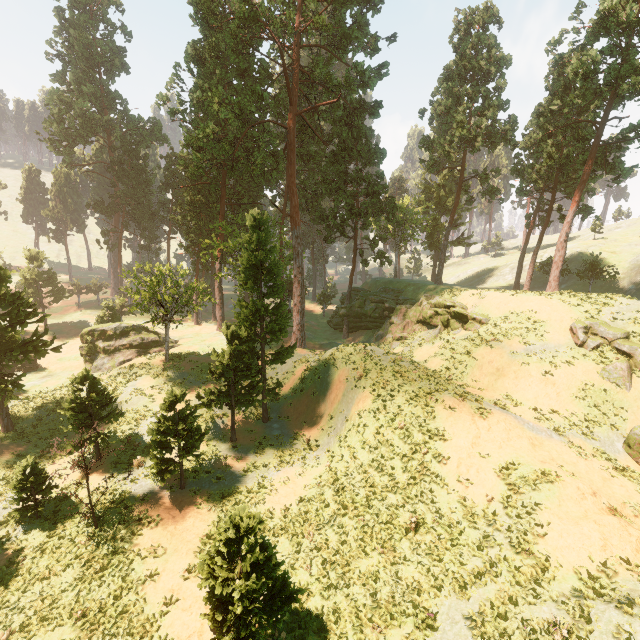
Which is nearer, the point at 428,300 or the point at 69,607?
the point at 69,607

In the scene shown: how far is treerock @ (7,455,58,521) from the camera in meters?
15.5 m

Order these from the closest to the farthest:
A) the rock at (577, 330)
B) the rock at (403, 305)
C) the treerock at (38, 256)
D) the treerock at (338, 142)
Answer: the rock at (577, 330)
the treerock at (38, 256)
the treerock at (338, 142)
the rock at (403, 305)

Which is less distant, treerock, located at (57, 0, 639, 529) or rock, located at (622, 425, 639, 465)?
rock, located at (622, 425, 639, 465)

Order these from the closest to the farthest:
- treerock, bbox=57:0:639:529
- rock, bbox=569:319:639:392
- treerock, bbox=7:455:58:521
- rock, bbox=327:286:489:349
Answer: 1. treerock, bbox=7:455:58:521
2. rock, bbox=569:319:639:392
3. treerock, bbox=57:0:639:529
4. rock, bbox=327:286:489:349

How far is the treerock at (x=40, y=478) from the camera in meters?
15.5

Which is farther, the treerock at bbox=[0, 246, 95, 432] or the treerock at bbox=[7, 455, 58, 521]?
the treerock at bbox=[0, 246, 95, 432]
